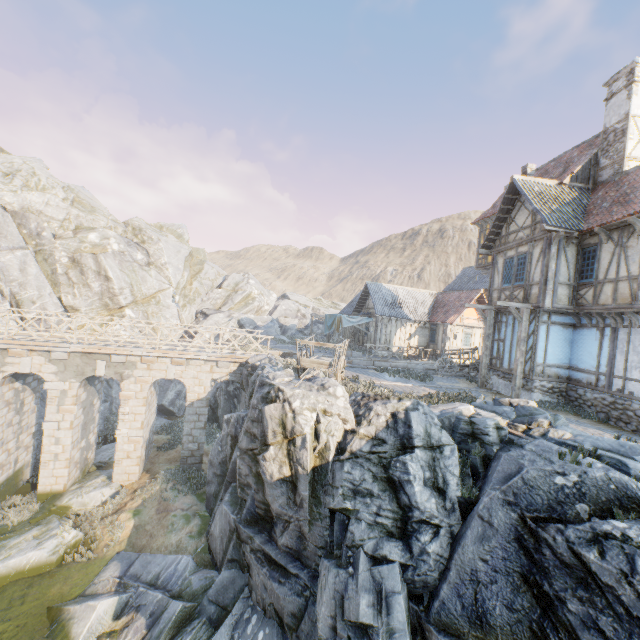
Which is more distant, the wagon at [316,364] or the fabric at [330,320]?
the fabric at [330,320]

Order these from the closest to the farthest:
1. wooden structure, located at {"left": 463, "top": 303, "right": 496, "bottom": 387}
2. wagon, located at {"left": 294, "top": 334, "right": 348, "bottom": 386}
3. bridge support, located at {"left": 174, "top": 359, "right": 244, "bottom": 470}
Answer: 1. wagon, located at {"left": 294, "top": 334, "right": 348, "bottom": 386}
2. wooden structure, located at {"left": 463, "top": 303, "right": 496, "bottom": 387}
3. bridge support, located at {"left": 174, "top": 359, "right": 244, "bottom": 470}

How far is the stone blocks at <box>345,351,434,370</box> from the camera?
18.62m

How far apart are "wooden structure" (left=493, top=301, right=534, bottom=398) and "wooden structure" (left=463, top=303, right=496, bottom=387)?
2.29m

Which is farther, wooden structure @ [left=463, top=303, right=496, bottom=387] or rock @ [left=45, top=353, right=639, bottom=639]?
wooden structure @ [left=463, top=303, right=496, bottom=387]

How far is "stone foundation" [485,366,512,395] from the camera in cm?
1460

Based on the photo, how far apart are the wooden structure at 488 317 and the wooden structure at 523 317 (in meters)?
2.29

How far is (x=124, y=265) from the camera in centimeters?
3119cm
